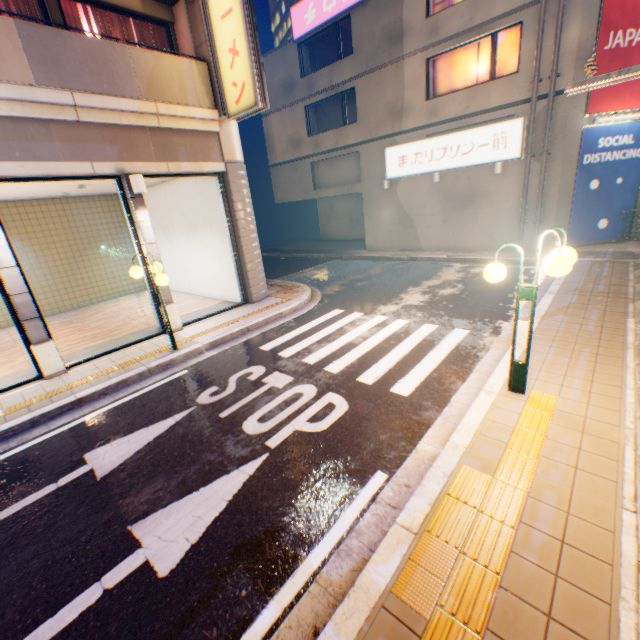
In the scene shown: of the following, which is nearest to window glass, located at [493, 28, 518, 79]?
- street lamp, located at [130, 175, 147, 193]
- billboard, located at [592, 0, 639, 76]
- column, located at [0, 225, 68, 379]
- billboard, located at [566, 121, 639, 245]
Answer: billboard, located at [592, 0, 639, 76]

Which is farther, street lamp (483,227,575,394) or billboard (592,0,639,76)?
billboard (592,0,639,76)

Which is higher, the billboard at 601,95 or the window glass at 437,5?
the window glass at 437,5

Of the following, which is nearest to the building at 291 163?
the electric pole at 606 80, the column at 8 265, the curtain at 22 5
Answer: the electric pole at 606 80

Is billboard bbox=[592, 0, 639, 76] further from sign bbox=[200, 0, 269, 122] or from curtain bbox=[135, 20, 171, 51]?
curtain bbox=[135, 20, 171, 51]

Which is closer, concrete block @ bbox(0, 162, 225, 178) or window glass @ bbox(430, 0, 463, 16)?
concrete block @ bbox(0, 162, 225, 178)

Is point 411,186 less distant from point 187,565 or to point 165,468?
point 165,468

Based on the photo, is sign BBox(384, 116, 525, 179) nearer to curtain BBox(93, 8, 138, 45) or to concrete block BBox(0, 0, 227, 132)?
concrete block BBox(0, 0, 227, 132)
